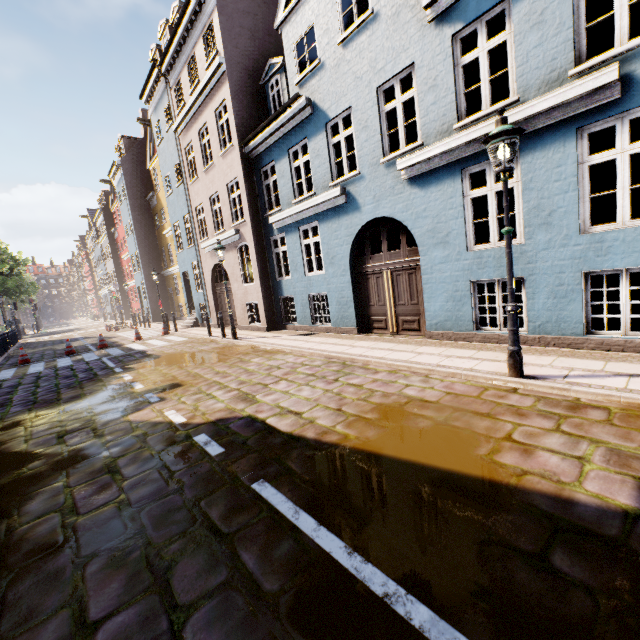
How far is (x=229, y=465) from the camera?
3.8 meters

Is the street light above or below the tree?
below

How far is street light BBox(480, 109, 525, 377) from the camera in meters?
4.4

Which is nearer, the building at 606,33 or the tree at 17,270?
the building at 606,33

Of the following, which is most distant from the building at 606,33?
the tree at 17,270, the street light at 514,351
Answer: the tree at 17,270

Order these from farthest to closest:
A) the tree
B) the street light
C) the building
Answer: the tree
the building
the street light

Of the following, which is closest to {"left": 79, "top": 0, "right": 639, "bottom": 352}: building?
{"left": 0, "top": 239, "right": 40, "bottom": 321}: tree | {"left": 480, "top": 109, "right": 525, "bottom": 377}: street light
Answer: {"left": 480, "top": 109, "right": 525, "bottom": 377}: street light
